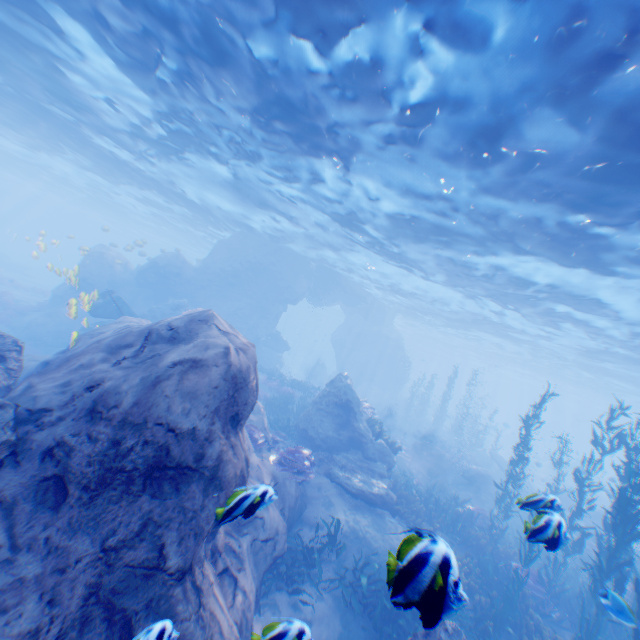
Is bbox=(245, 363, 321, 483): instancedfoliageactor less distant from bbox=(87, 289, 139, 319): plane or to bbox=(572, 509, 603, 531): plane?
bbox=(87, 289, 139, 319): plane

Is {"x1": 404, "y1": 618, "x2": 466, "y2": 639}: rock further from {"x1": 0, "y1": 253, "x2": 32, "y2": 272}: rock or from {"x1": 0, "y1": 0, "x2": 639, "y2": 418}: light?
{"x1": 0, "y1": 253, "x2": 32, "y2": 272}: rock

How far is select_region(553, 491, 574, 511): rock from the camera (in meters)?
5.12

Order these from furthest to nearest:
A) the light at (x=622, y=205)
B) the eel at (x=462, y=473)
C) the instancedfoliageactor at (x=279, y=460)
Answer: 1. the eel at (x=462, y=473)
2. the instancedfoliageactor at (x=279, y=460)
3. the light at (x=622, y=205)

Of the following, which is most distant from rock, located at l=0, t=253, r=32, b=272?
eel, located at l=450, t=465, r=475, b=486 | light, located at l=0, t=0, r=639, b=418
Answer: eel, located at l=450, t=465, r=475, b=486

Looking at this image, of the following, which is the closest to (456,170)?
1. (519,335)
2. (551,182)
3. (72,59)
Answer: (551,182)

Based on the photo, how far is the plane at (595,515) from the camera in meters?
19.6 m

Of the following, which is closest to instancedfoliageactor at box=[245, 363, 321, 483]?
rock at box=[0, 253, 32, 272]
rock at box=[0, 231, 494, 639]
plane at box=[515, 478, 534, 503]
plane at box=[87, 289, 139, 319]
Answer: rock at box=[0, 231, 494, 639]
